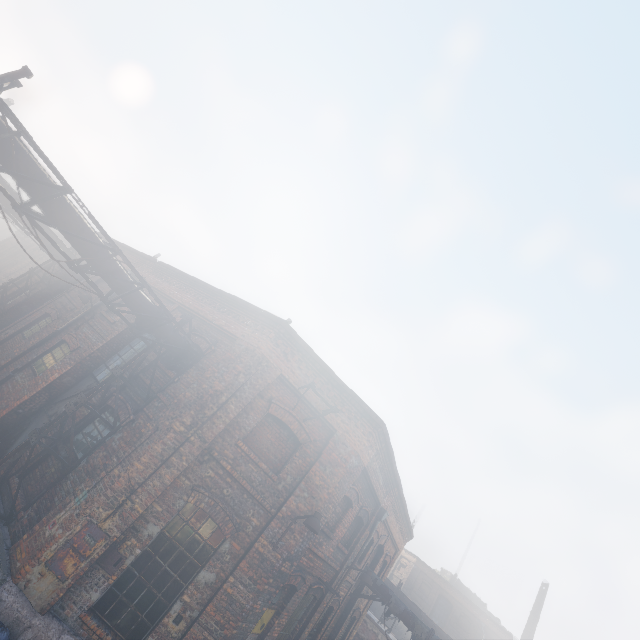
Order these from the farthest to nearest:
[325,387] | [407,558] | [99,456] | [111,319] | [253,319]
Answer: [407,558], [111,319], [253,319], [325,387], [99,456]

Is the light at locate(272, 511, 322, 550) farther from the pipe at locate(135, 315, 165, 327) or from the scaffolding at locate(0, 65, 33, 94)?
the pipe at locate(135, 315, 165, 327)

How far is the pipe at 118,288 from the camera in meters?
7.5 m

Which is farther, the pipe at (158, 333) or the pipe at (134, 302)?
the pipe at (158, 333)

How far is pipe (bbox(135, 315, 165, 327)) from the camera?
8.4 meters

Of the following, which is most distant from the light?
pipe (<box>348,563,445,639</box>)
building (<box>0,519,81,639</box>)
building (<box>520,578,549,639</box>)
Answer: building (<box>520,578,549,639</box>)

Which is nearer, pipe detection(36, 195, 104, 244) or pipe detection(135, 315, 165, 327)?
pipe detection(36, 195, 104, 244)

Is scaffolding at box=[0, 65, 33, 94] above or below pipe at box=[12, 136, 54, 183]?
above
